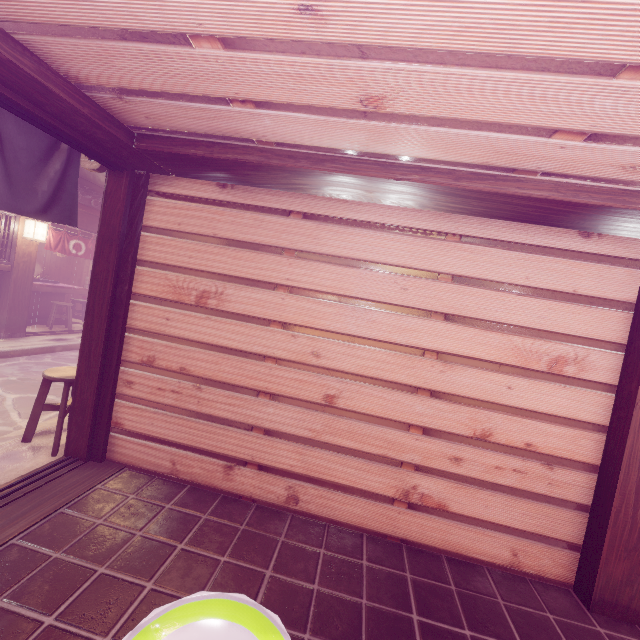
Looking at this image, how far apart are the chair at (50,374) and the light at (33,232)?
9.6 meters

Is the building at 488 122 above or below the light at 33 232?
above

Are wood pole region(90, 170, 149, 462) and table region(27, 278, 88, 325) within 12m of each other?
no

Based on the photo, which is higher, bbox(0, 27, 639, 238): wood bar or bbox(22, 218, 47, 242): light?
bbox(0, 27, 639, 238): wood bar

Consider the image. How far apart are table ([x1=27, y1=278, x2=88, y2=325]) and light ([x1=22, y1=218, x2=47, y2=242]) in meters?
4.2

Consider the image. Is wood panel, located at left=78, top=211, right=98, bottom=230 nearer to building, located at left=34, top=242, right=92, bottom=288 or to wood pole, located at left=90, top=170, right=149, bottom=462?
building, located at left=34, top=242, right=92, bottom=288

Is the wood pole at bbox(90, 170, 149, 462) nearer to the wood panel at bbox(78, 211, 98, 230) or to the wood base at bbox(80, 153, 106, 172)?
the wood base at bbox(80, 153, 106, 172)

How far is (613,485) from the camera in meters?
4.4 m
